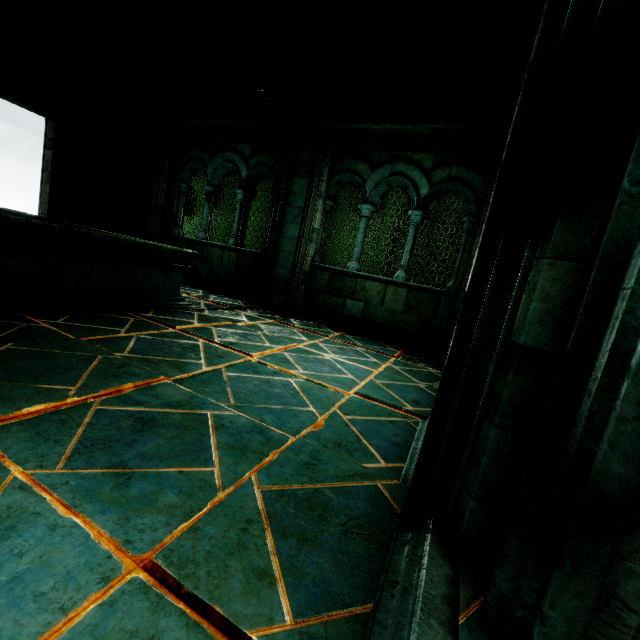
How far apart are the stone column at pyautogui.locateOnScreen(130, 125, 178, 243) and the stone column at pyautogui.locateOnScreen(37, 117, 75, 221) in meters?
3.2

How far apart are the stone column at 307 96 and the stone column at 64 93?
7.57m

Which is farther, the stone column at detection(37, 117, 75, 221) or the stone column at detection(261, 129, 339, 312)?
the stone column at detection(37, 117, 75, 221)

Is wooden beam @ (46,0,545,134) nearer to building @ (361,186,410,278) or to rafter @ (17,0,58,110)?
rafter @ (17,0,58,110)

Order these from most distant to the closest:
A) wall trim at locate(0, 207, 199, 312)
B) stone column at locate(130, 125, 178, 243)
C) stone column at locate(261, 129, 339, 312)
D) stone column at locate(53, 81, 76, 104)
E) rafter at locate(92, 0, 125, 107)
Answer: stone column at locate(53, 81, 76, 104) < stone column at locate(130, 125, 178, 243) < rafter at locate(92, 0, 125, 107) < stone column at locate(261, 129, 339, 312) < wall trim at locate(0, 207, 199, 312)

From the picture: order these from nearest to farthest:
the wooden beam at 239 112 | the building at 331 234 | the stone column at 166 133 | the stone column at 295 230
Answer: the wooden beam at 239 112, the stone column at 295 230, the stone column at 166 133, the building at 331 234

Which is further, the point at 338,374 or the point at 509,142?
the point at 338,374

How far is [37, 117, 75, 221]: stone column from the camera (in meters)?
9.38
